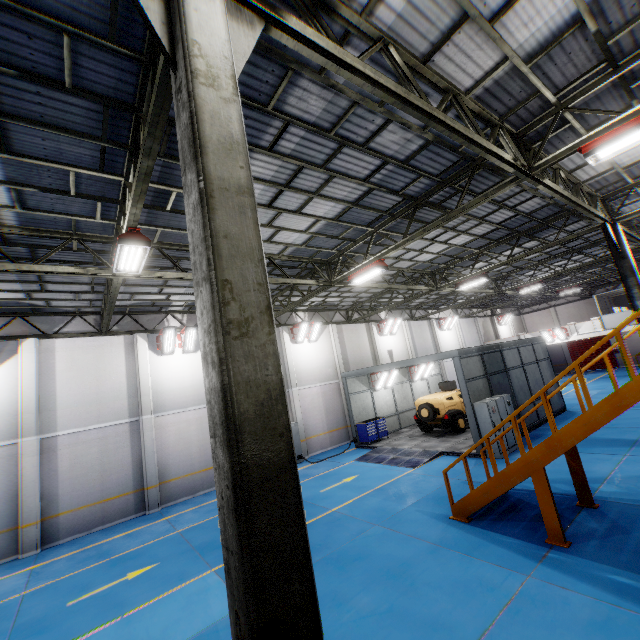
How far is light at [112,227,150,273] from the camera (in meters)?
6.62

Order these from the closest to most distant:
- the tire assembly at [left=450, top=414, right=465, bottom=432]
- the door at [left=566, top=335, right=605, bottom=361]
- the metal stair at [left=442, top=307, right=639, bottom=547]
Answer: the metal stair at [left=442, top=307, right=639, bottom=547] < the tire assembly at [left=450, top=414, right=465, bottom=432] < the door at [left=566, top=335, right=605, bottom=361]

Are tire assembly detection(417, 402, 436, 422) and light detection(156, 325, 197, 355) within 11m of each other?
no

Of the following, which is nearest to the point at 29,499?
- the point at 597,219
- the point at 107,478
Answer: the point at 107,478

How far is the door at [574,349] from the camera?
36.3m

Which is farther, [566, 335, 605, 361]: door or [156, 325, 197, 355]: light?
[566, 335, 605, 361]: door

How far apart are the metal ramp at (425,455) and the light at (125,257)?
12.4m

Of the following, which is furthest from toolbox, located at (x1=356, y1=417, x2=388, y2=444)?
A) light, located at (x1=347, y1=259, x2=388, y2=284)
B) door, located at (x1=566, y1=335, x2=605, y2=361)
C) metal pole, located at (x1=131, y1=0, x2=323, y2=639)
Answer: door, located at (x1=566, y1=335, x2=605, y2=361)
